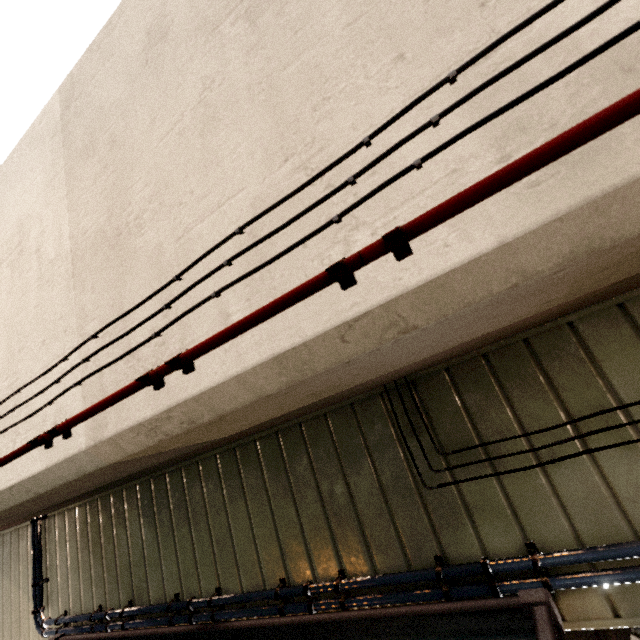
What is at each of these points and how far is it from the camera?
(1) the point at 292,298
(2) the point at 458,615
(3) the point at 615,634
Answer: (1) pipe, 1.10m
(2) exterior awning, 2.12m
(3) concrete pillar, 2.12m

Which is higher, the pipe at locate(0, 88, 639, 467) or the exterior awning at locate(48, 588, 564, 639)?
the pipe at locate(0, 88, 639, 467)

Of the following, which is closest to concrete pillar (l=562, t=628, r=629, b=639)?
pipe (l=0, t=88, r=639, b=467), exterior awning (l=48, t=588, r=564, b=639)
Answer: exterior awning (l=48, t=588, r=564, b=639)

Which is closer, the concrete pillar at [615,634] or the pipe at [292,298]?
the pipe at [292,298]

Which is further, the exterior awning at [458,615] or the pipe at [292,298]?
the exterior awning at [458,615]

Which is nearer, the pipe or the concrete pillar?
the pipe
